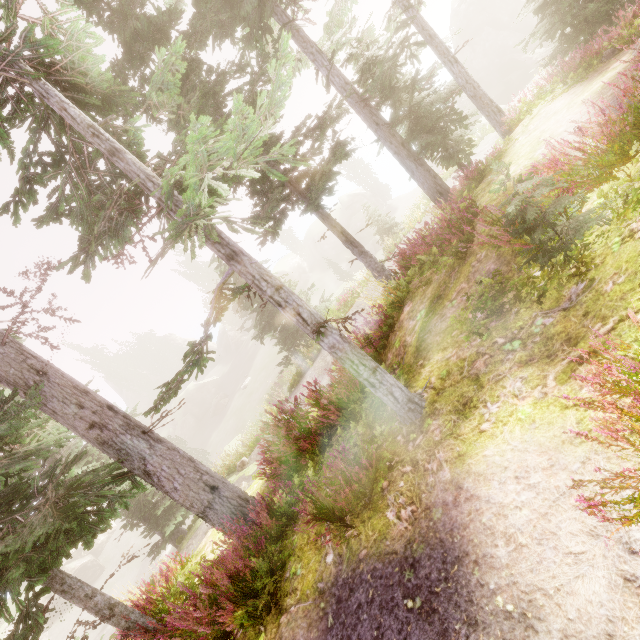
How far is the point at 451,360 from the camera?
4.9 meters

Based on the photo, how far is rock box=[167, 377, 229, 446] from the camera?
47.12m

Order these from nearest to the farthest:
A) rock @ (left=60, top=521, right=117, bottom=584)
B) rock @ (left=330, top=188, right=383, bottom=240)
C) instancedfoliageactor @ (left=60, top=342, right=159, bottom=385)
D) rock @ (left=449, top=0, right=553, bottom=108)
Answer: rock @ (left=449, top=0, right=553, bottom=108) → rock @ (left=60, top=521, right=117, bottom=584) → rock @ (left=330, top=188, right=383, bottom=240) → instancedfoliageactor @ (left=60, top=342, right=159, bottom=385)

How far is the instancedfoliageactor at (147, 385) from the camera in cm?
5788

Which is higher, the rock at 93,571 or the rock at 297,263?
the rock at 297,263

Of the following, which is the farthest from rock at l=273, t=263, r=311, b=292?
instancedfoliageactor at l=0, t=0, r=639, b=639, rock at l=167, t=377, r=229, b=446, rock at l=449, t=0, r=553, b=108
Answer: rock at l=449, t=0, r=553, b=108

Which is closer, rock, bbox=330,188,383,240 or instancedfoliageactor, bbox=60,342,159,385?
rock, bbox=330,188,383,240

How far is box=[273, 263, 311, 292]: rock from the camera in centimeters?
5584cm
